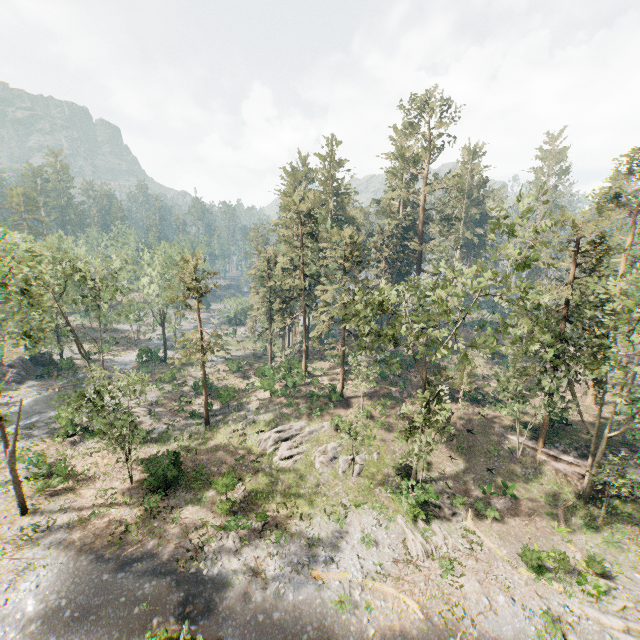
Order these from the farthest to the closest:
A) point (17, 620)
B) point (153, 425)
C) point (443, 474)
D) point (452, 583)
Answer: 1. point (153, 425)
2. point (443, 474)
3. point (452, 583)
4. point (17, 620)

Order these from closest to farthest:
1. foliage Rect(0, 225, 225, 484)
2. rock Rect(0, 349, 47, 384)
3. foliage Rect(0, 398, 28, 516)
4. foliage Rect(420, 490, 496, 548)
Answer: foliage Rect(0, 398, 28, 516) < foliage Rect(420, 490, 496, 548) < foliage Rect(0, 225, 225, 484) < rock Rect(0, 349, 47, 384)

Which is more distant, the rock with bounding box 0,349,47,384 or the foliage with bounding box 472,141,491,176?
the foliage with bounding box 472,141,491,176

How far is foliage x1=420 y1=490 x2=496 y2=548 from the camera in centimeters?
2320cm

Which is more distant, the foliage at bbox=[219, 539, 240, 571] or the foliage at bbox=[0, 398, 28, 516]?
the foliage at bbox=[0, 398, 28, 516]

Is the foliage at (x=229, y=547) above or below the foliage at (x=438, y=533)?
below

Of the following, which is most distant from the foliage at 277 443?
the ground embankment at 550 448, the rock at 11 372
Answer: the rock at 11 372
